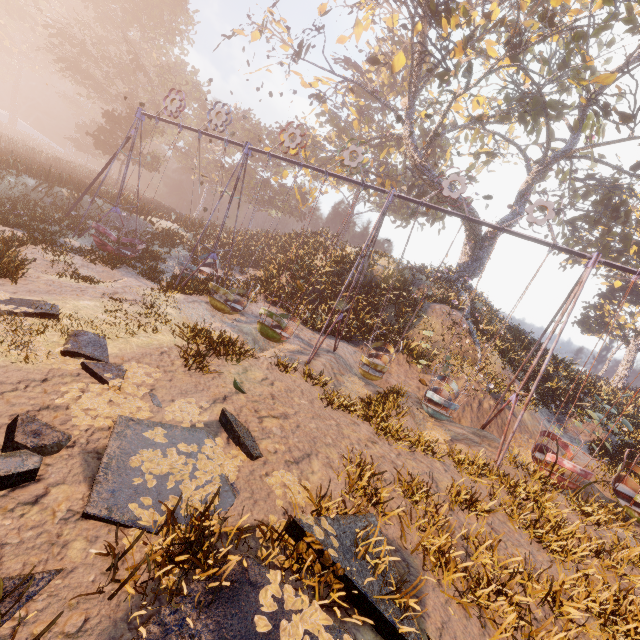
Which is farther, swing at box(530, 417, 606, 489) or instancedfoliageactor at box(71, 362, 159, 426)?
swing at box(530, 417, 606, 489)

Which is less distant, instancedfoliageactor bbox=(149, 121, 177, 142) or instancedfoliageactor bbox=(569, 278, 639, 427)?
instancedfoliageactor bbox=(569, 278, 639, 427)

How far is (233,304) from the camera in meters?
13.1 m

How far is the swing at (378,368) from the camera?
10.7m

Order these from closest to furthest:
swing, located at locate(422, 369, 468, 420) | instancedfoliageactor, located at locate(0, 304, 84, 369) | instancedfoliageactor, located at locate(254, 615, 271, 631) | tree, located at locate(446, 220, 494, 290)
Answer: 1. instancedfoliageactor, located at locate(254, 615, 271, 631)
2. instancedfoliageactor, located at locate(0, 304, 84, 369)
3. swing, located at locate(422, 369, 468, 420)
4. tree, located at locate(446, 220, 494, 290)

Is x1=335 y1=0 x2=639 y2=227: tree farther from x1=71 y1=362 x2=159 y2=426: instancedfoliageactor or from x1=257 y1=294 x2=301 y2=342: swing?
x1=71 y1=362 x2=159 y2=426: instancedfoliageactor

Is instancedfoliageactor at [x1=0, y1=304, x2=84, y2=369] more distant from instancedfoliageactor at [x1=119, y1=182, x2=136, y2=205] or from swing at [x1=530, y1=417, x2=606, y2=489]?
instancedfoliageactor at [x1=119, y1=182, x2=136, y2=205]

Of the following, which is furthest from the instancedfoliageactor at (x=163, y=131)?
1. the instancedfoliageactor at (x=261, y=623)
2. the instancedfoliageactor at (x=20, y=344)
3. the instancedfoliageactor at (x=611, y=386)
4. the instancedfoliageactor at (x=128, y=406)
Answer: the instancedfoliageactor at (x=611, y=386)
